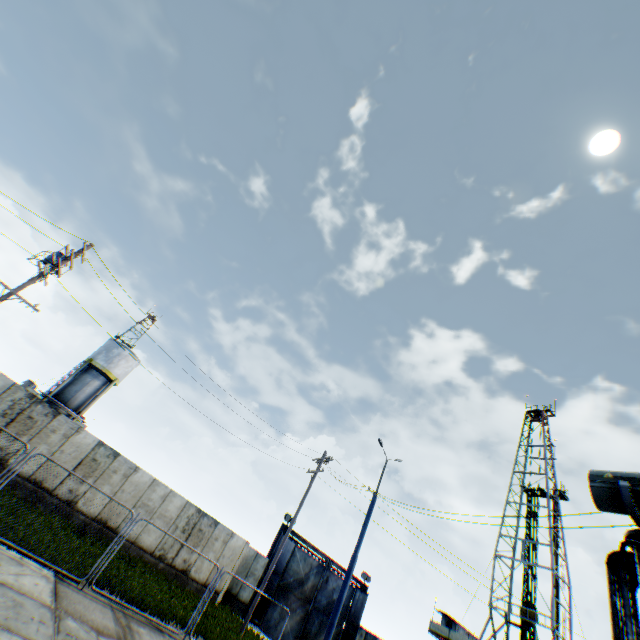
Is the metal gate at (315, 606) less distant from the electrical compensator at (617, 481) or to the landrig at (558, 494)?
the landrig at (558, 494)

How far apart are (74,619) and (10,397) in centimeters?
1287cm

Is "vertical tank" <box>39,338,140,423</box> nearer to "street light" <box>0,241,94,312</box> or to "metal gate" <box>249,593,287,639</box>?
"street light" <box>0,241,94,312</box>

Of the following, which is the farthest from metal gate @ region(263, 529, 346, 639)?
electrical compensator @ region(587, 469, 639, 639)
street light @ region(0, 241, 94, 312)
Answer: electrical compensator @ region(587, 469, 639, 639)

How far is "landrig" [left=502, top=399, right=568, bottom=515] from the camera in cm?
3772

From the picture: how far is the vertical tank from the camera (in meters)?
30.64

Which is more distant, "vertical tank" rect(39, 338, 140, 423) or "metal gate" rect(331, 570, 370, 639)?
"vertical tank" rect(39, 338, 140, 423)

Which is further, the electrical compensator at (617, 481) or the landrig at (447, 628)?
the landrig at (447, 628)
